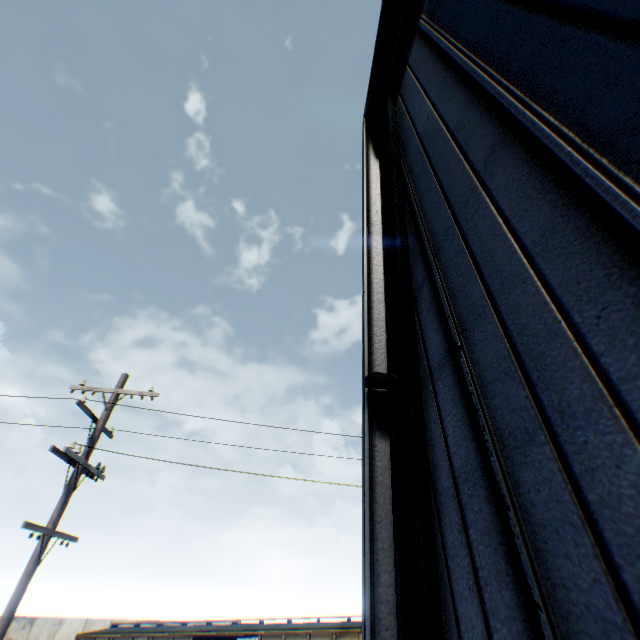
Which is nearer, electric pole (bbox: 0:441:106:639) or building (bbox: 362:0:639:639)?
building (bbox: 362:0:639:639)

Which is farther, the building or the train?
the train

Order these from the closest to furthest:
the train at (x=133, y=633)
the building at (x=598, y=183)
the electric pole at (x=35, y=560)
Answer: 1. the building at (x=598, y=183)
2. the electric pole at (x=35, y=560)
3. the train at (x=133, y=633)

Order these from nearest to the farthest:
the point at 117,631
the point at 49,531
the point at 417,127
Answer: the point at 417,127 → the point at 49,531 → the point at 117,631

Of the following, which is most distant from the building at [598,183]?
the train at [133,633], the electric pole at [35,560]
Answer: the train at [133,633]

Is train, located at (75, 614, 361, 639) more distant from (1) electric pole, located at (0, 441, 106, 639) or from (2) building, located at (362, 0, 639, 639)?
(2) building, located at (362, 0, 639, 639)

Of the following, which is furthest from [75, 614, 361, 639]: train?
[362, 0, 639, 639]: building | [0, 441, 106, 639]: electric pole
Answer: [362, 0, 639, 639]: building

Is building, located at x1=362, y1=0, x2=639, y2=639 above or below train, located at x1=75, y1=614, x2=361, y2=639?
above
